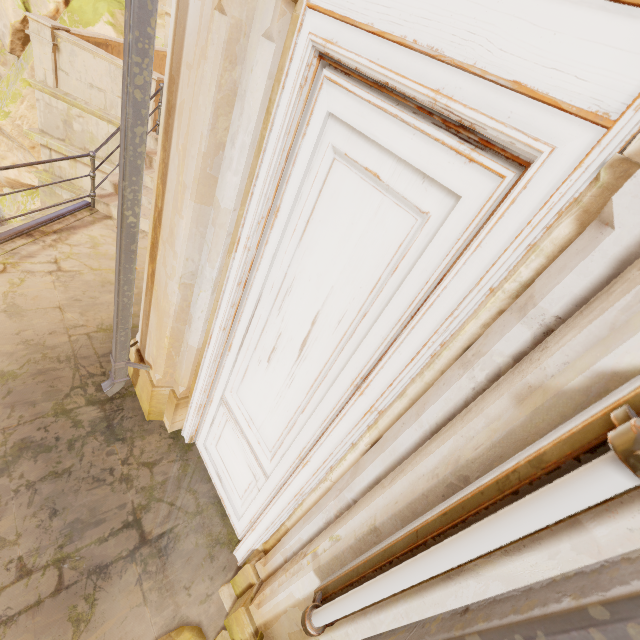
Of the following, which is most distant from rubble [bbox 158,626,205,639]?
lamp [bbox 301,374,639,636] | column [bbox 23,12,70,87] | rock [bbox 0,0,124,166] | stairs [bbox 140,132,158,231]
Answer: rock [bbox 0,0,124,166]

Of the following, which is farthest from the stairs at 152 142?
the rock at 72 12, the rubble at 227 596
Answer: the rock at 72 12

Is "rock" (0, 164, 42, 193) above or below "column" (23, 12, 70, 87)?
below

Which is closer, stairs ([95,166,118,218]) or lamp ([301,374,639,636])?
lamp ([301,374,639,636])

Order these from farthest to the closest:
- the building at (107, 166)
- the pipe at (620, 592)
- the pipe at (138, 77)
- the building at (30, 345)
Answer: the building at (107, 166) < the building at (30, 345) < the pipe at (138, 77) < the pipe at (620, 592)

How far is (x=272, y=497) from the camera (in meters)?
2.52

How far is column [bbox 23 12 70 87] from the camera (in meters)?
6.18

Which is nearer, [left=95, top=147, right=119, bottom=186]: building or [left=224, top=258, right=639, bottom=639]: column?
[left=224, top=258, right=639, bottom=639]: column
